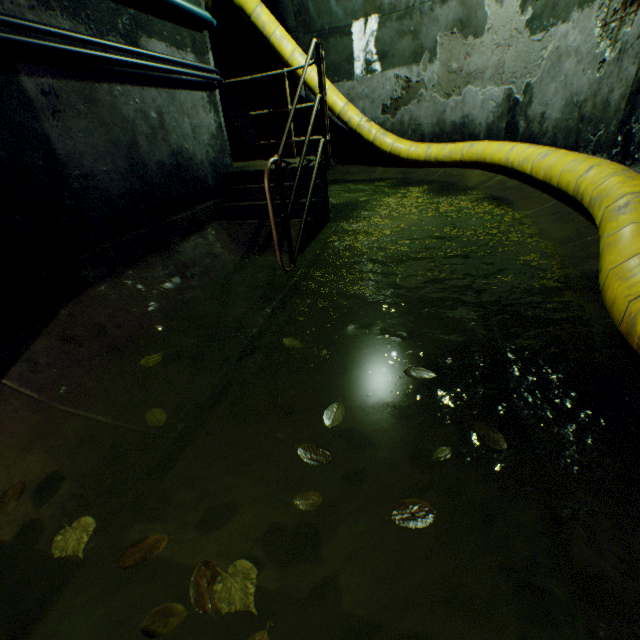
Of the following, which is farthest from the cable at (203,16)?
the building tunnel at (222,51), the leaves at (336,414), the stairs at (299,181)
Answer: the leaves at (336,414)

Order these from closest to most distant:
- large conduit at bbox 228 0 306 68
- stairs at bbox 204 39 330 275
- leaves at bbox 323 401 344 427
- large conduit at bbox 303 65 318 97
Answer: leaves at bbox 323 401 344 427
stairs at bbox 204 39 330 275
large conduit at bbox 228 0 306 68
large conduit at bbox 303 65 318 97

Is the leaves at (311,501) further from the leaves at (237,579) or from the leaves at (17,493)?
the leaves at (17,493)

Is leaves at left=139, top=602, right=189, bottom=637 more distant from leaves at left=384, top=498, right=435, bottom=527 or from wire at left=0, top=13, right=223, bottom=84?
wire at left=0, top=13, right=223, bottom=84

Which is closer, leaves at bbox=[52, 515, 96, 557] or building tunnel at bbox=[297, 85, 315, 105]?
leaves at bbox=[52, 515, 96, 557]

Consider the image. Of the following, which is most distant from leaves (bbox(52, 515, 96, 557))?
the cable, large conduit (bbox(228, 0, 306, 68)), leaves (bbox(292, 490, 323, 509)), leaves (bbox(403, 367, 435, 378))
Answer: the cable

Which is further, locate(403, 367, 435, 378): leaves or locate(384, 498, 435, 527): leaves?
locate(403, 367, 435, 378): leaves

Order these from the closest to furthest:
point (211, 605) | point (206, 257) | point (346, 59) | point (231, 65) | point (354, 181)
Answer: point (211, 605) < point (206, 257) < point (346, 59) < point (354, 181) < point (231, 65)
